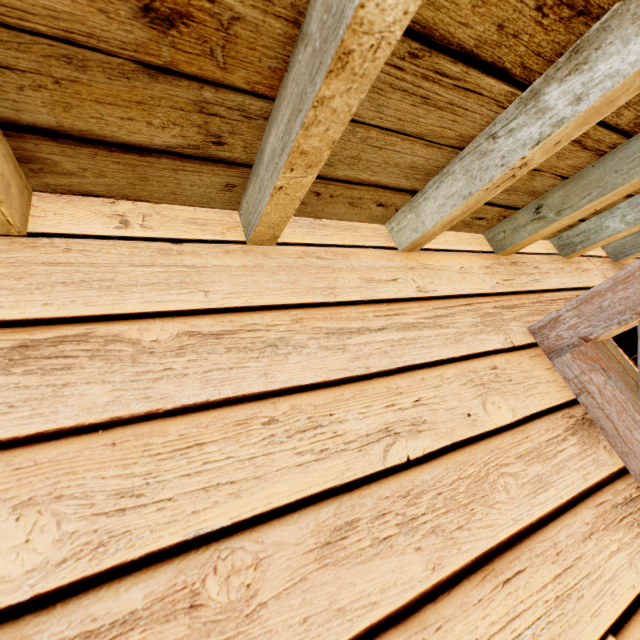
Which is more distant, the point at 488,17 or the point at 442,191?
the point at 442,191
